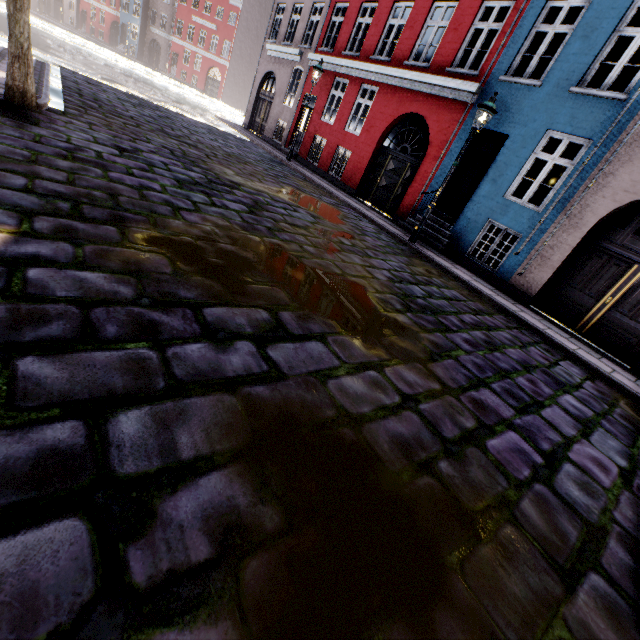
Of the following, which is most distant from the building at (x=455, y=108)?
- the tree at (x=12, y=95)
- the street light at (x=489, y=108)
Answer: the tree at (x=12, y=95)

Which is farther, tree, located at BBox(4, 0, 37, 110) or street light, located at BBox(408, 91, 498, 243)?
street light, located at BBox(408, 91, 498, 243)

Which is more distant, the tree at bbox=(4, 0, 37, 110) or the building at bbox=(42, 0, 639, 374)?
the building at bbox=(42, 0, 639, 374)

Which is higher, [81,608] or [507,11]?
[507,11]

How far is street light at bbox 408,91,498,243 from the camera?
7.6 meters

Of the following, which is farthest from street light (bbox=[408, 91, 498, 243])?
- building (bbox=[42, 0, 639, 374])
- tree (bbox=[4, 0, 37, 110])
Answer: tree (bbox=[4, 0, 37, 110])

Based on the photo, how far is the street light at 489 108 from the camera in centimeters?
765cm

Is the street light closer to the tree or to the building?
the building
